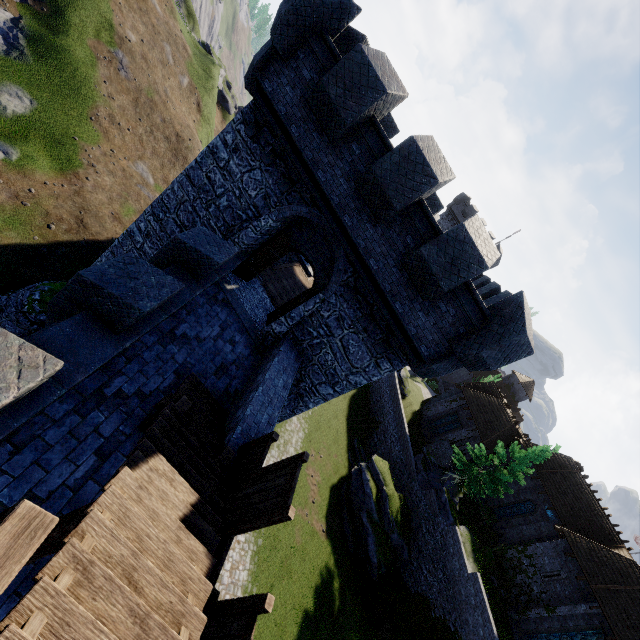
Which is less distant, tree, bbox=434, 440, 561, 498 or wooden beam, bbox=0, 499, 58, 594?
wooden beam, bbox=0, 499, 58, 594

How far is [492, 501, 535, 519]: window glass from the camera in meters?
29.0

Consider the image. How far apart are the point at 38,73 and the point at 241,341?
26.2m

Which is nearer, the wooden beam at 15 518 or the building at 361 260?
the wooden beam at 15 518

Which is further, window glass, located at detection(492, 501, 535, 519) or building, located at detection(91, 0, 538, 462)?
window glass, located at detection(492, 501, 535, 519)

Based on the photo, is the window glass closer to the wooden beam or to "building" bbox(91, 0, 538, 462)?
"building" bbox(91, 0, 538, 462)

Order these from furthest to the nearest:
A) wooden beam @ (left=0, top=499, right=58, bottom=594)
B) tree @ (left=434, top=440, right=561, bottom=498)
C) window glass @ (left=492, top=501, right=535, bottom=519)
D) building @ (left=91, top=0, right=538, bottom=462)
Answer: window glass @ (left=492, top=501, right=535, bottom=519)
tree @ (left=434, top=440, right=561, bottom=498)
building @ (left=91, top=0, right=538, bottom=462)
wooden beam @ (left=0, top=499, right=58, bottom=594)

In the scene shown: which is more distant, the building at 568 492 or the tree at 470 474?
the tree at 470 474
